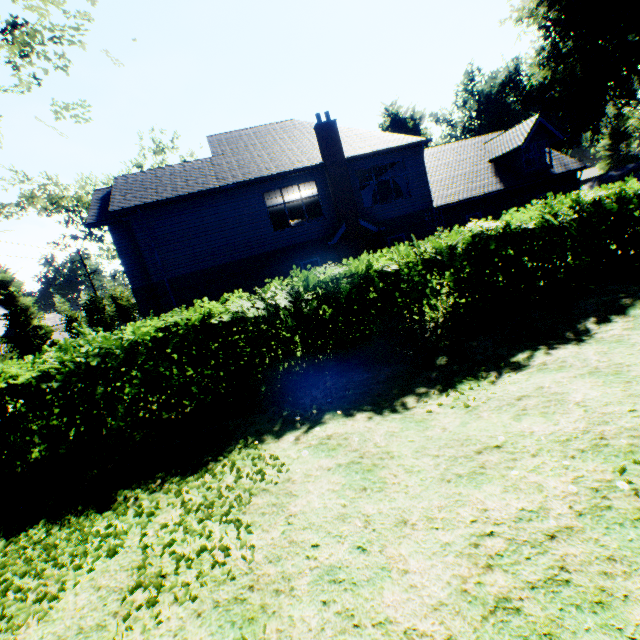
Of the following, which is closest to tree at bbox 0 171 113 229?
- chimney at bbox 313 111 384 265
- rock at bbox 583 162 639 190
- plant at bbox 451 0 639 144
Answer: plant at bbox 451 0 639 144

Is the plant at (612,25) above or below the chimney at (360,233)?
above

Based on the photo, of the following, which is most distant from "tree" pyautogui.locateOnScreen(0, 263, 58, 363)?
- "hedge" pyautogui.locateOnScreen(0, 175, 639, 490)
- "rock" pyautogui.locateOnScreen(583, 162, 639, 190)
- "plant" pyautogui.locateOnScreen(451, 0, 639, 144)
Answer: "rock" pyautogui.locateOnScreen(583, 162, 639, 190)

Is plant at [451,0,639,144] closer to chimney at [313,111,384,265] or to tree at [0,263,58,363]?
tree at [0,263,58,363]

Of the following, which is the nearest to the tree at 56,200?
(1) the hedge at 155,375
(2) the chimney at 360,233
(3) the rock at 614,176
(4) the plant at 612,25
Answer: (1) the hedge at 155,375

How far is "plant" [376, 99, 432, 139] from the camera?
50.8m

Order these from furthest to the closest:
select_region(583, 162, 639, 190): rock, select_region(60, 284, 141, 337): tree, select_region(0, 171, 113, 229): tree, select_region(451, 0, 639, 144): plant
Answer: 1. select_region(60, 284, 141, 337): tree
2. select_region(451, 0, 639, 144): plant
3. select_region(0, 171, 113, 229): tree
4. select_region(583, 162, 639, 190): rock

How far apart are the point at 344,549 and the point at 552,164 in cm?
2500
